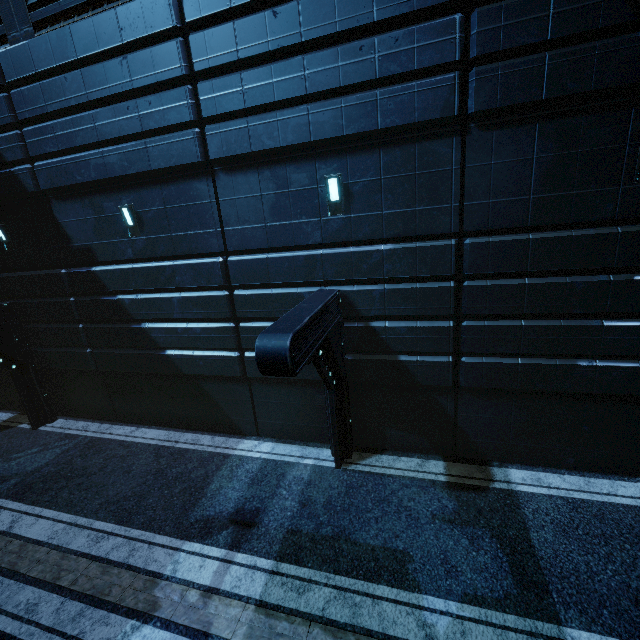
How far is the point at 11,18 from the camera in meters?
8.8
